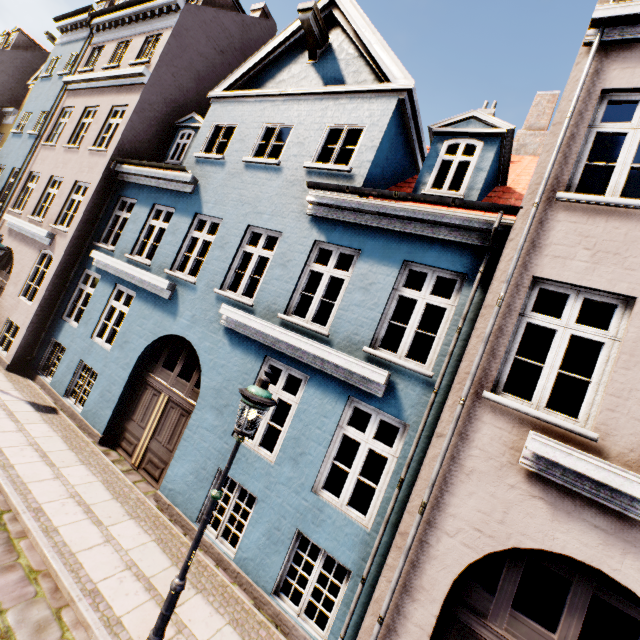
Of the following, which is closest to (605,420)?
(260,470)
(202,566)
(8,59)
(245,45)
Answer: (260,470)
